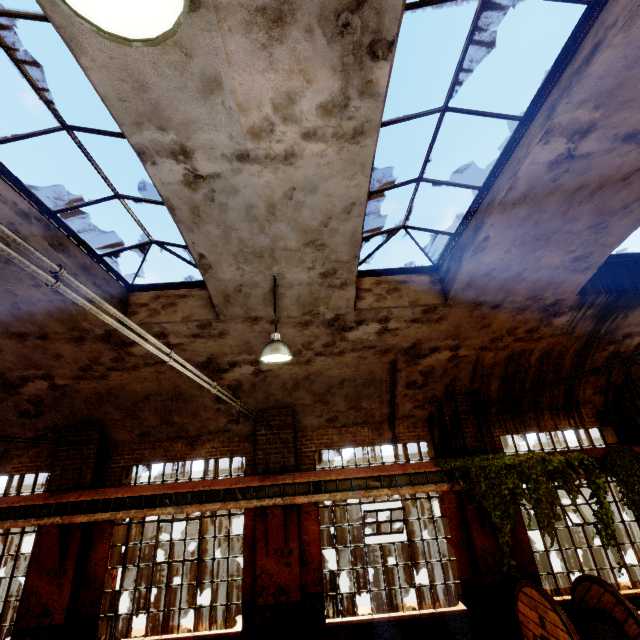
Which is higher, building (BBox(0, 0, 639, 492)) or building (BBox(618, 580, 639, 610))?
building (BBox(0, 0, 639, 492))

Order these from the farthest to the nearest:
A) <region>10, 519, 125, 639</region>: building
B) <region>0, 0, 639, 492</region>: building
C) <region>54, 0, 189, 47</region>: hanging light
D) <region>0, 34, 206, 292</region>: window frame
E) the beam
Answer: the beam → <region>10, 519, 125, 639</region>: building → <region>0, 34, 206, 292</region>: window frame → <region>0, 0, 639, 492</region>: building → <region>54, 0, 189, 47</region>: hanging light

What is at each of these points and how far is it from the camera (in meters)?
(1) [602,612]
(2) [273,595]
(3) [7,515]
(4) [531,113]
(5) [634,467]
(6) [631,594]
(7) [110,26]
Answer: (1) cable drum, 5.75
(2) building, 6.94
(3) beam, 7.34
(4) window frame, 4.11
(5) vine, 7.61
(6) building, 7.19
(7) hanging light, 1.28

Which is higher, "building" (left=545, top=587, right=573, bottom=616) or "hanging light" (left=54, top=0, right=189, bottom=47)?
"hanging light" (left=54, top=0, right=189, bottom=47)

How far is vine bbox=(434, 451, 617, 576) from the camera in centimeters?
705cm

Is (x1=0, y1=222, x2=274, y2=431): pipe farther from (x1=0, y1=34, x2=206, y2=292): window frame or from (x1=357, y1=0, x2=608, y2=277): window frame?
(x1=357, y1=0, x2=608, y2=277): window frame

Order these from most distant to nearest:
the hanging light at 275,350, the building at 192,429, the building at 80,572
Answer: the building at 80,572
the hanging light at 275,350
the building at 192,429

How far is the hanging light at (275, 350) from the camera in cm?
518
